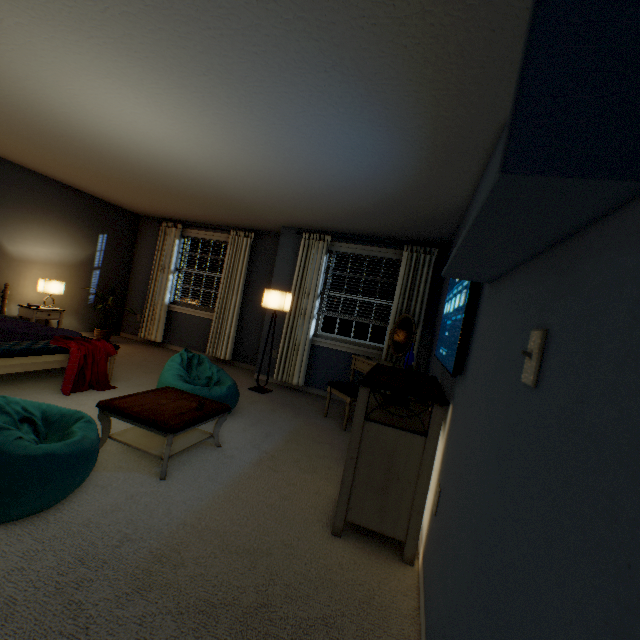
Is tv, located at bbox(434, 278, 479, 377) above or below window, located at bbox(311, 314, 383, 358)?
above

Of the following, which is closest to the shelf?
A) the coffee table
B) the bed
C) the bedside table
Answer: the coffee table

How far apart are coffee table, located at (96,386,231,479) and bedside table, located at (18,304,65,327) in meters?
3.3 m

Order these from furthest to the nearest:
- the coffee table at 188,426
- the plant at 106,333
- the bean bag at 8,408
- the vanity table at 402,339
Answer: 1. the plant at 106,333
2. the vanity table at 402,339
3. the coffee table at 188,426
4. the bean bag at 8,408

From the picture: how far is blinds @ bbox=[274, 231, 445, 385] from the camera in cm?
439

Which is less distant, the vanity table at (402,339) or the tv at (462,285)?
the tv at (462,285)

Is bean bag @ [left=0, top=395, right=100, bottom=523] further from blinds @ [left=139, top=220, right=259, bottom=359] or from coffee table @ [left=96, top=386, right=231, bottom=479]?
blinds @ [left=139, top=220, right=259, bottom=359]

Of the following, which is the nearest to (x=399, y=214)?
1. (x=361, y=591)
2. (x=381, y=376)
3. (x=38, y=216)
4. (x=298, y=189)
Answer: (x=298, y=189)
